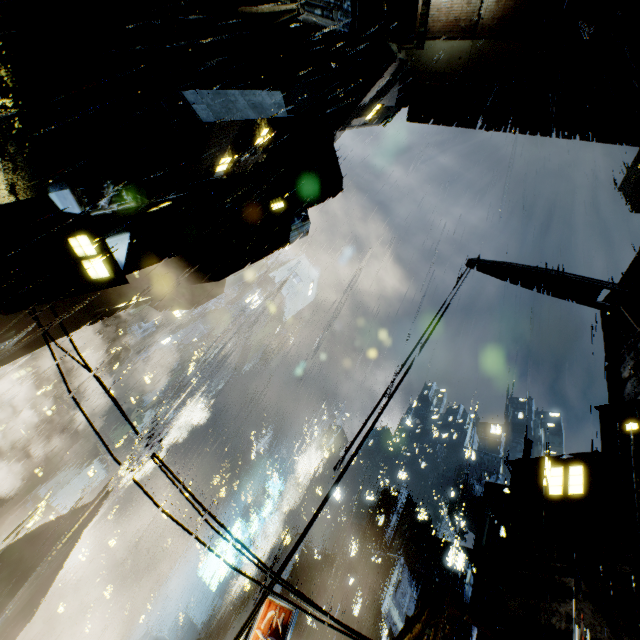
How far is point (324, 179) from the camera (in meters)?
18.55

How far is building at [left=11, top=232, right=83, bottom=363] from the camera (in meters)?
8.56

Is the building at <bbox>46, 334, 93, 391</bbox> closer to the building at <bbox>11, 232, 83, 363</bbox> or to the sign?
the building at <bbox>11, 232, 83, 363</bbox>

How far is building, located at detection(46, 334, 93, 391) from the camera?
52.2 meters

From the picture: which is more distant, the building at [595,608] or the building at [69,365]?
the building at [69,365]

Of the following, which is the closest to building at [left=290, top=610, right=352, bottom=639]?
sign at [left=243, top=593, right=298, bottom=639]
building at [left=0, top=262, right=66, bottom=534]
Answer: sign at [left=243, top=593, right=298, bottom=639]

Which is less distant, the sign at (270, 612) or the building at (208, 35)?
the building at (208, 35)
